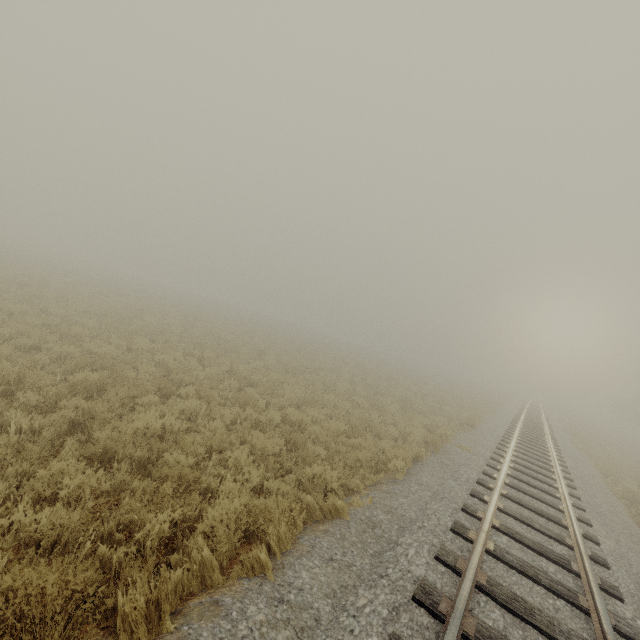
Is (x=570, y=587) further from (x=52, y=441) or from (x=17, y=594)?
(x=52, y=441)
